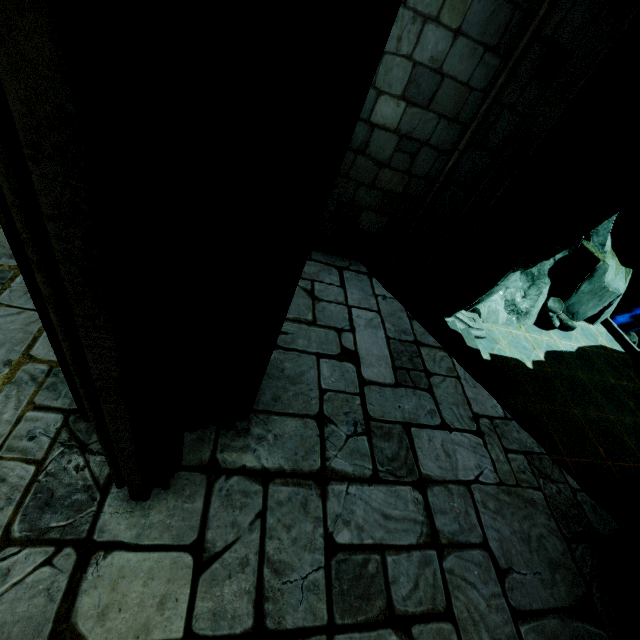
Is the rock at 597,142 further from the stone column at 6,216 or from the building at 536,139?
the stone column at 6,216

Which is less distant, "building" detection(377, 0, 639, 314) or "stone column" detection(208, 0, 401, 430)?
"stone column" detection(208, 0, 401, 430)

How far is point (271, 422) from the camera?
2.8m

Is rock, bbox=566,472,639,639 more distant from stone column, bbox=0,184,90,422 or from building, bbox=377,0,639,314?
stone column, bbox=0,184,90,422

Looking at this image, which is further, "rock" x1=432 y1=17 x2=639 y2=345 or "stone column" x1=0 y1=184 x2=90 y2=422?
"rock" x1=432 y1=17 x2=639 y2=345

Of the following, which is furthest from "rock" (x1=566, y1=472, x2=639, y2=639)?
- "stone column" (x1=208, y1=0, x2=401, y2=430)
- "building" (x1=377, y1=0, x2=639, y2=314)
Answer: "stone column" (x1=208, y1=0, x2=401, y2=430)
